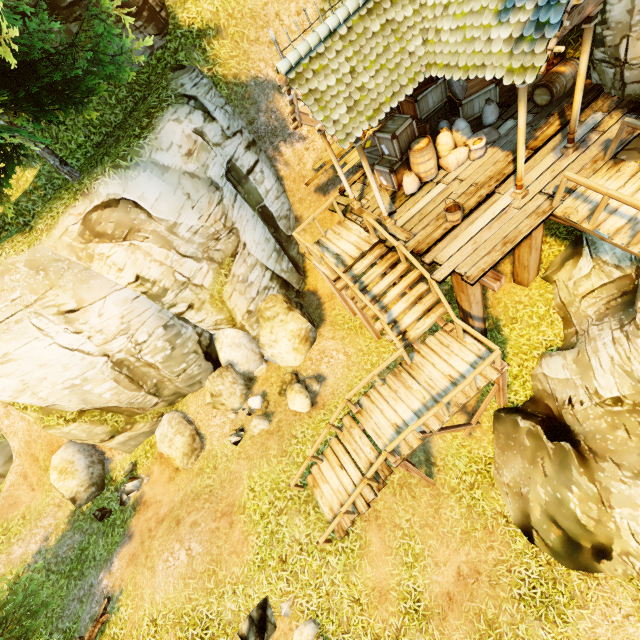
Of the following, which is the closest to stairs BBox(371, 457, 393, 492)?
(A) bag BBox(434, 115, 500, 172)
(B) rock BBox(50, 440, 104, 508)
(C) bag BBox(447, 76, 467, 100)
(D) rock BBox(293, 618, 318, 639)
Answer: (D) rock BBox(293, 618, 318, 639)

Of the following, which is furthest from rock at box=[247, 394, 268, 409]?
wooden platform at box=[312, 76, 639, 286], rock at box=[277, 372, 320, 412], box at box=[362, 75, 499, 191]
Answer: box at box=[362, 75, 499, 191]

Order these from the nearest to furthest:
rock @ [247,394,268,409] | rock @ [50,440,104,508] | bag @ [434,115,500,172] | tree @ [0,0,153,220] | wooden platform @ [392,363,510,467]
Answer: tree @ [0,0,153,220] → wooden platform @ [392,363,510,467] → bag @ [434,115,500,172] → rock @ [247,394,268,409] → rock @ [50,440,104,508]

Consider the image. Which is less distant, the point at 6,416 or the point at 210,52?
the point at 210,52

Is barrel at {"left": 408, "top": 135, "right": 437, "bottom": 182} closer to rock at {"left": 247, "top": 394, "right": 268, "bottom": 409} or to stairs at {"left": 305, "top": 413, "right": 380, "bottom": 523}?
rock at {"left": 247, "top": 394, "right": 268, "bottom": 409}

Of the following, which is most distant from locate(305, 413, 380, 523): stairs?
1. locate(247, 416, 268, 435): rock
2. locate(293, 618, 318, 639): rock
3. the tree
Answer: the tree

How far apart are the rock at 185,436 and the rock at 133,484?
1.0m

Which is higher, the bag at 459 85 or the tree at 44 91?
the tree at 44 91
